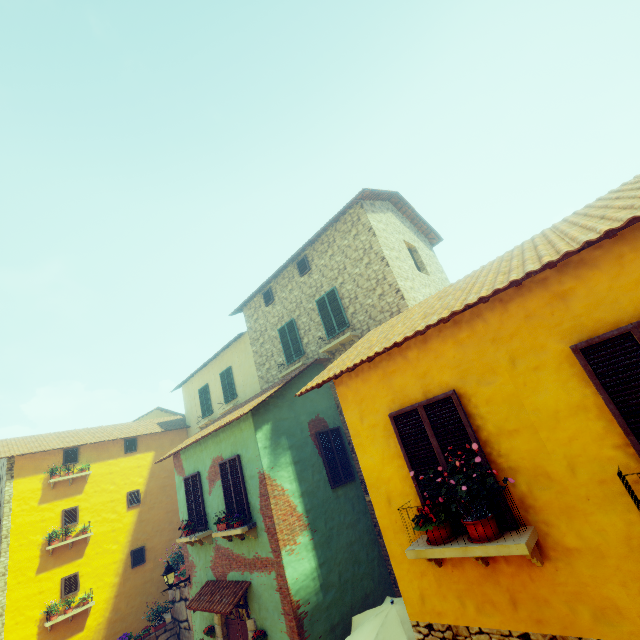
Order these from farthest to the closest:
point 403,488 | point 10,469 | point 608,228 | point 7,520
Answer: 1. point 10,469
2. point 7,520
3. point 403,488
4. point 608,228

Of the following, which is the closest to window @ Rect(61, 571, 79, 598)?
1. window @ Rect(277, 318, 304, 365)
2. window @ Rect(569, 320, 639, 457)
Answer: window @ Rect(569, 320, 639, 457)

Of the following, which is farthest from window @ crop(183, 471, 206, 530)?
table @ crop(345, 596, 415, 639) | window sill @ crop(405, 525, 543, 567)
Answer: table @ crop(345, 596, 415, 639)

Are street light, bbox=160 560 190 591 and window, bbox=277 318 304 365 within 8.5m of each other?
yes

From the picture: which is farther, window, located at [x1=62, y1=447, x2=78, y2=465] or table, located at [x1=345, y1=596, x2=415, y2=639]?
window, located at [x1=62, y1=447, x2=78, y2=465]

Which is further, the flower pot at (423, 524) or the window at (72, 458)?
the window at (72, 458)

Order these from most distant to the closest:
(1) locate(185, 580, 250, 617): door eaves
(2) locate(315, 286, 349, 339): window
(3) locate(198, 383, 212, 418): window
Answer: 1. (3) locate(198, 383, 212, 418): window
2. (2) locate(315, 286, 349, 339): window
3. (1) locate(185, 580, 250, 617): door eaves

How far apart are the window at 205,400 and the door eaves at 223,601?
8.3m
